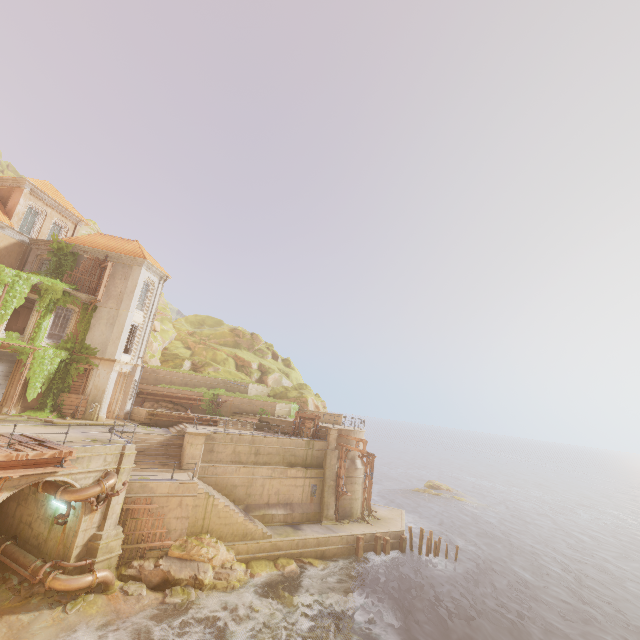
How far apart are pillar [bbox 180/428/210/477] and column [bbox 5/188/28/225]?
19.9m

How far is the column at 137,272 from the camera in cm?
2359

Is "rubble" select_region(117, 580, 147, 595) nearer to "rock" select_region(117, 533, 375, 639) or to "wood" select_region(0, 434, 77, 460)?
"rock" select_region(117, 533, 375, 639)

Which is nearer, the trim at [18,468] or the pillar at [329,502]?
the trim at [18,468]

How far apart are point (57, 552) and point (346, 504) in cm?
1881

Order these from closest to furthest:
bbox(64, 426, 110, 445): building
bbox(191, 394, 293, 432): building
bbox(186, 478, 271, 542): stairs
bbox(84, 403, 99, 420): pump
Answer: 1. bbox(64, 426, 110, 445): building
2. bbox(186, 478, 271, 542): stairs
3. bbox(84, 403, 99, 420): pump
4. bbox(191, 394, 293, 432): building

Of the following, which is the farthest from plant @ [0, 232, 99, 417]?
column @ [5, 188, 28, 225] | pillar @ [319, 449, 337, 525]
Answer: pillar @ [319, 449, 337, 525]

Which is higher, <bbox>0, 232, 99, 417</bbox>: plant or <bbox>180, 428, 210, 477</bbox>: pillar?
<bbox>0, 232, 99, 417</bbox>: plant
